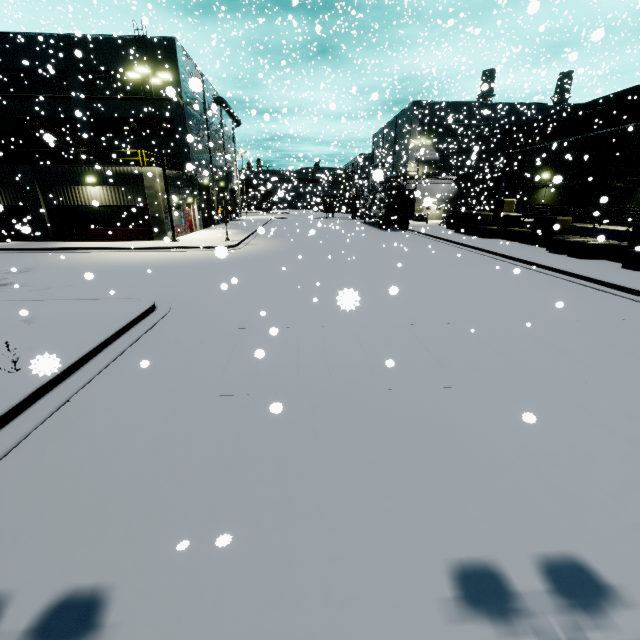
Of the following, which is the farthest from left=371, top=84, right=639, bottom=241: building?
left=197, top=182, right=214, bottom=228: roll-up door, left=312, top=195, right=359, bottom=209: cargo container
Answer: left=312, top=195, right=359, bottom=209: cargo container

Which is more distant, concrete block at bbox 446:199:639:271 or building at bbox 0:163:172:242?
building at bbox 0:163:172:242

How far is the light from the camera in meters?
18.6 m

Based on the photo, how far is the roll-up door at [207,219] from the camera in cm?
3288

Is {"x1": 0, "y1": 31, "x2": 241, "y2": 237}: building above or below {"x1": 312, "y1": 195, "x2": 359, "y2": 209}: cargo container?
above

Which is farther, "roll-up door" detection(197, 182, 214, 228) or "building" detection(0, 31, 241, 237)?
"roll-up door" detection(197, 182, 214, 228)

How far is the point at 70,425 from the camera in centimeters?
464cm

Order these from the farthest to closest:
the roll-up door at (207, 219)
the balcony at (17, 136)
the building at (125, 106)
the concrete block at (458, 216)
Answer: the roll-up door at (207, 219) < the building at (125, 106) < the balcony at (17, 136) < the concrete block at (458, 216)
